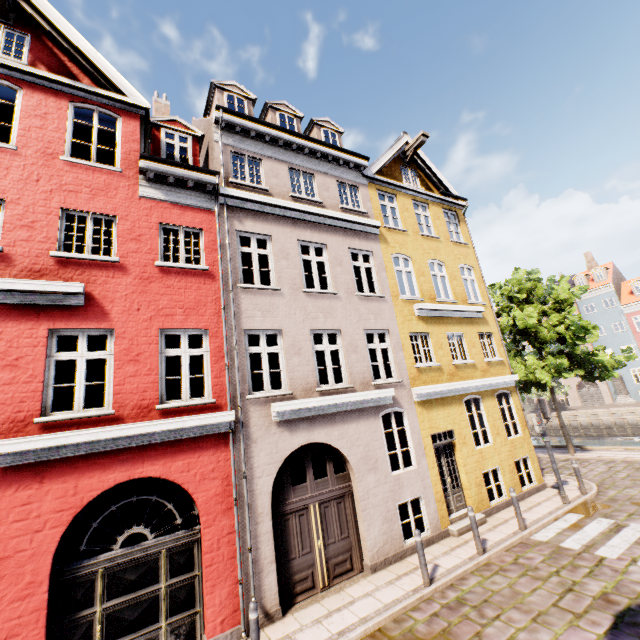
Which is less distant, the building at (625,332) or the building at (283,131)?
the building at (283,131)

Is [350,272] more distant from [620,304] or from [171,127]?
[620,304]

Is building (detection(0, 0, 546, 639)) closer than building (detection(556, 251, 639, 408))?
Yes
